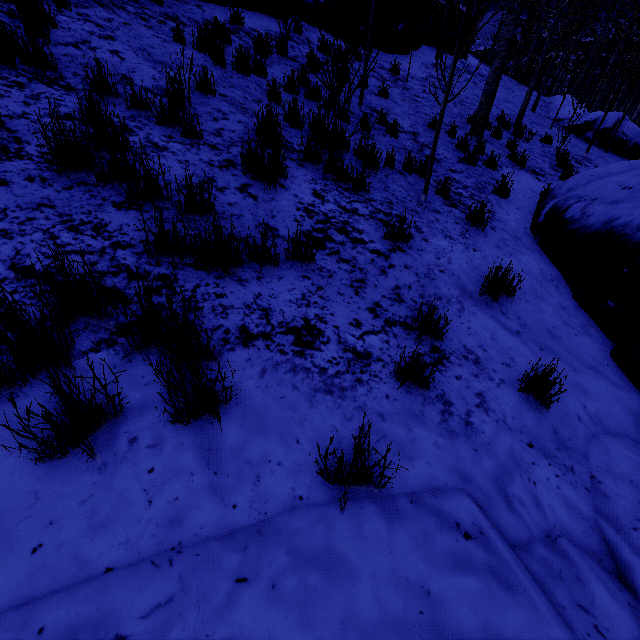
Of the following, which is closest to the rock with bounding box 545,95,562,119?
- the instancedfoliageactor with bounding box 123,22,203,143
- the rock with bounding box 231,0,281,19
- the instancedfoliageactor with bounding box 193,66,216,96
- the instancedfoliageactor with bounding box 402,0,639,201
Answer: the instancedfoliageactor with bounding box 402,0,639,201

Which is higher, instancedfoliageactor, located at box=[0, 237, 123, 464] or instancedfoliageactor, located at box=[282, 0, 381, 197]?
instancedfoliageactor, located at box=[282, 0, 381, 197]

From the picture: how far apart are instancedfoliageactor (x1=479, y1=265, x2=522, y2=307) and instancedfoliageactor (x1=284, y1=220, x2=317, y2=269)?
1.87m

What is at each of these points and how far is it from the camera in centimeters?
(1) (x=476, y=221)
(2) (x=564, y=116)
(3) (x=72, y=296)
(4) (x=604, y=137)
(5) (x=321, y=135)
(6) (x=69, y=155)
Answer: (1) instancedfoliageactor, 478cm
(2) rock, 1517cm
(3) instancedfoliageactor, 179cm
(4) rock, 1494cm
(5) instancedfoliageactor, 481cm
(6) instancedfoliageactor, 261cm

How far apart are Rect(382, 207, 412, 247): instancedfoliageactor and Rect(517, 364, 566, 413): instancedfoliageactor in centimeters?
286cm

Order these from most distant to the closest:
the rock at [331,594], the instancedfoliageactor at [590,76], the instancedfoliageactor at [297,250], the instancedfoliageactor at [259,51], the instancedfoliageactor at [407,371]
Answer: the instancedfoliageactor at [259,51] < the instancedfoliageactor at [590,76] < the instancedfoliageactor at [297,250] < the instancedfoliageactor at [407,371] < the rock at [331,594]

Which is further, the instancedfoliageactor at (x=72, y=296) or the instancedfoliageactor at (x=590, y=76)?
the instancedfoliageactor at (x=590, y=76)

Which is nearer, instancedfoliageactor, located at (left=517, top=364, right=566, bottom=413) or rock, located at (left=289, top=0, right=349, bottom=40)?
instancedfoliageactor, located at (left=517, top=364, right=566, bottom=413)
